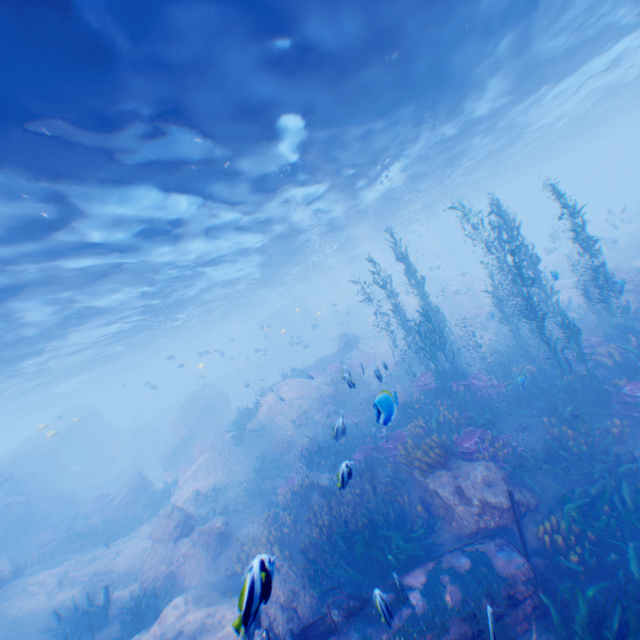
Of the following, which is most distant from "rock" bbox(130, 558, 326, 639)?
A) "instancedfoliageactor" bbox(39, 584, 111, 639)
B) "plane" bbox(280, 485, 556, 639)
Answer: "instancedfoliageactor" bbox(39, 584, 111, 639)

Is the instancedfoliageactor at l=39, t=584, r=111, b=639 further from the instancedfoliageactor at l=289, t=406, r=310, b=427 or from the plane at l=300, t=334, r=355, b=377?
the plane at l=300, t=334, r=355, b=377

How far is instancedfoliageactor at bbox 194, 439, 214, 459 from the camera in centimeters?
2498cm

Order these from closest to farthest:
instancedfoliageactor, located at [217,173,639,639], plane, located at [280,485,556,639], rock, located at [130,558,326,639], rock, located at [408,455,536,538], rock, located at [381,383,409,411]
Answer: rock, located at [130,558,326,639], rock, located at [381,383,409,411], plane, located at [280,485,556,639], instancedfoliageactor, located at [217,173,639,639], rock, located at [408,455,536,538]

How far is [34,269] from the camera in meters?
12.0 m

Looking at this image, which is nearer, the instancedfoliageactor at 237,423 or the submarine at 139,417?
the instancedfoliageactor at 237,423

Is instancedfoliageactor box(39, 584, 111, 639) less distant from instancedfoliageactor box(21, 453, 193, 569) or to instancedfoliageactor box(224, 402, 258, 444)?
instancedfoliageactor box(224, 402, 258, 444)

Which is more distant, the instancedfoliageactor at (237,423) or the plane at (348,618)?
the instancedfoliageactor at (237,423)
